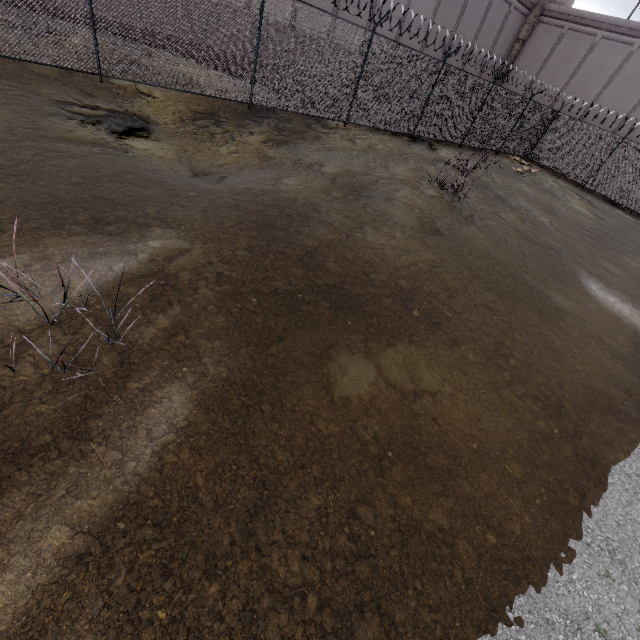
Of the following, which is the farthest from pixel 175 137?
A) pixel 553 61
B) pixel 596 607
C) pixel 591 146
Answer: pixel 553 61
